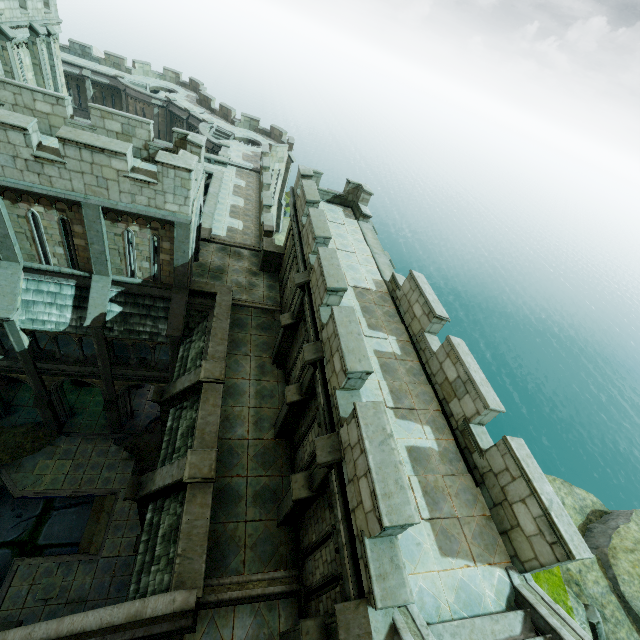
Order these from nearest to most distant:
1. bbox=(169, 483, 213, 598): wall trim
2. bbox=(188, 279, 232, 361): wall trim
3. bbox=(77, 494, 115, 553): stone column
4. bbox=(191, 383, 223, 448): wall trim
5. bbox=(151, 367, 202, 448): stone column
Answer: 1. bbox=(169, 483, 213, 598): wall trim
2. bbox=(191, 383, 223, 448): wall trim
3. bbox=(151, 367, 202, 448): stone column
4. bbox=(188, 279, 232, 361): wall trim
5. bbox=(77, 494, 115, 553): stone column

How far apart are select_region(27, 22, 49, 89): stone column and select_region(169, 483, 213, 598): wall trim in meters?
30.8 m

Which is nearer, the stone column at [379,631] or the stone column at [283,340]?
the stone column at [379,631]

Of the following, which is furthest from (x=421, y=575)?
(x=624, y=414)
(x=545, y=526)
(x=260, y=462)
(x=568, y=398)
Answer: (x=624, y=414)

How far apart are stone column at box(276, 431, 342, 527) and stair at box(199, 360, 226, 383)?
4.5 meters

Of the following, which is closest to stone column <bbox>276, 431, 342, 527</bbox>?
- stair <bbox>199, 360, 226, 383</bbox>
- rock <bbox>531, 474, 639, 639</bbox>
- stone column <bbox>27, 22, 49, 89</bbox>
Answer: stair <bbox>199, 360, 226, 383</bbox>

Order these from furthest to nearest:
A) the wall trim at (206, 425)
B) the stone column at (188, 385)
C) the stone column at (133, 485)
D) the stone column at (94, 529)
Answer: the stone column at (94, 529) < the stone column at (188, 385) < the wall trim at (206, 425) < the stone column at (133, 485)

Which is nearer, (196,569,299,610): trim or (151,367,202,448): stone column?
(196,569,299,610): trim
